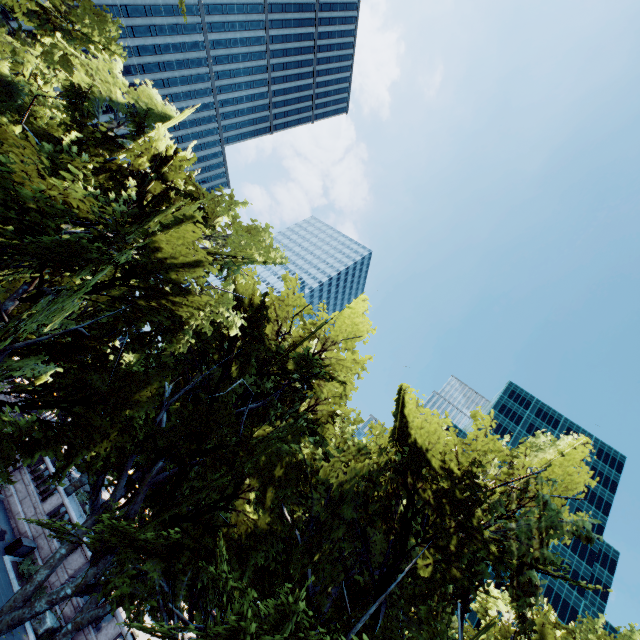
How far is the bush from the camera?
20.08m

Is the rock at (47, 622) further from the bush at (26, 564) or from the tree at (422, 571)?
the tree at (422, 571)

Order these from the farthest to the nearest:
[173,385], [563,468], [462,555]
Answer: [173,385], [563,468], [462,555]

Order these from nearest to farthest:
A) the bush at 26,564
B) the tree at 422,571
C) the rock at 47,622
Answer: the tree at 422,571, the rock at 47,622, the bush at 26,564

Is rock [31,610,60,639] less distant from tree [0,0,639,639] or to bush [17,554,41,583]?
bush [17,554,41,583]

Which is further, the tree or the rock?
the rock

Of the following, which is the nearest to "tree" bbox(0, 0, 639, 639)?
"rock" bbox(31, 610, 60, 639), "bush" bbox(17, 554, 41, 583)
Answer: "rock" bbox(31, 610, 60, 639)

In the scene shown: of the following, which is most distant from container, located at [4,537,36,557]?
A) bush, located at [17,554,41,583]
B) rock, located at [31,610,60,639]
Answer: rock, located at [31,610,60,639]
